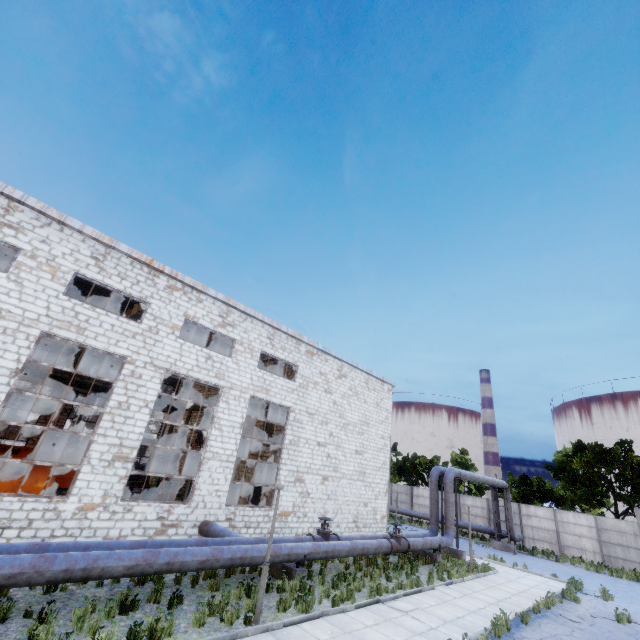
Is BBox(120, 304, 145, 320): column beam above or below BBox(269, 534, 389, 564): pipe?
above

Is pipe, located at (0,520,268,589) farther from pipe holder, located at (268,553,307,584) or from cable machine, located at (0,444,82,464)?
cable machine, located at (0,444,82,464)

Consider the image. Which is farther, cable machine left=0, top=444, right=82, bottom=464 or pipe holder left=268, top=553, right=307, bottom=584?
cable machine left=0, top=444, right=82, bottom=464

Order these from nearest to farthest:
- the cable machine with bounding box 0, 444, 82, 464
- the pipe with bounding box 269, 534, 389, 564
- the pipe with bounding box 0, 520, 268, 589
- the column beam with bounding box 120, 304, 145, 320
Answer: the pipe with bounding box 0, 520, 268, 589 < the pipe with bounding box 269, 534, 389, 564 < the column beam with bounding box 120, 304, 145, 320 < the cable machine with bounding box 0, 444, 82, 464

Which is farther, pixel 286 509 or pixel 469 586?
pixel 286 509

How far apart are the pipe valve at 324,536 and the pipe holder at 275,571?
1.1m

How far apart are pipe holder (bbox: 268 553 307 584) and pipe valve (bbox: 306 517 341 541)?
1.13m

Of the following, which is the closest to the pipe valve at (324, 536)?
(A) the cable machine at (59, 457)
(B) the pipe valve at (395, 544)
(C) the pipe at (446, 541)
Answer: (C) the pipe at (446, 541)
